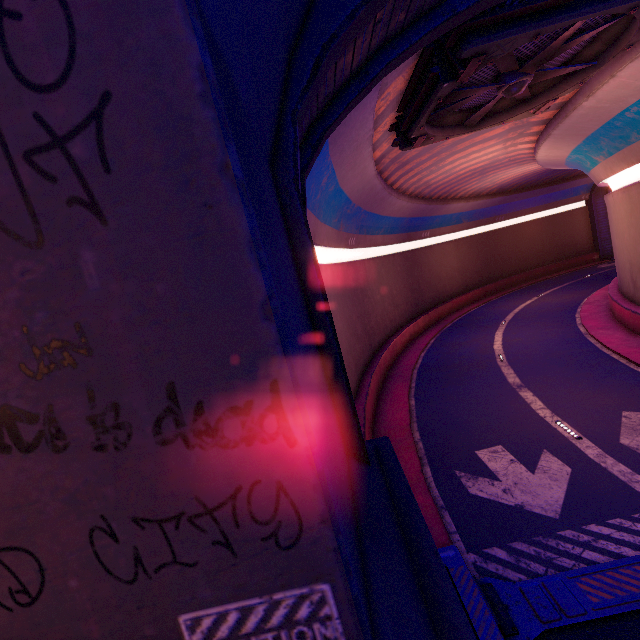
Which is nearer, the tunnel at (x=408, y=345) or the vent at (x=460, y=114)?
the tunnel at (x=408, y=345)

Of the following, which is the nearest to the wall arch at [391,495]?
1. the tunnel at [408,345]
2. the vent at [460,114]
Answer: the tunnel at [408,345]

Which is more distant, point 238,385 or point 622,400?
point 622,400

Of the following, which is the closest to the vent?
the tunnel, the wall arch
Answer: the tunnel

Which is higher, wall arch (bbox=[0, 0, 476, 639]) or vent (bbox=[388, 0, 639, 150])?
vent (bbox=[388, 0, 639, 150])

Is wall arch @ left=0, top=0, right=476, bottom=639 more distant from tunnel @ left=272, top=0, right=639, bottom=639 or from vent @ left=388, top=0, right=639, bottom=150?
vent @ left=388, top=0, right=639, bottom=150

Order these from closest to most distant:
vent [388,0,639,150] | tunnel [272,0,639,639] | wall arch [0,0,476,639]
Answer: wall arch [0,0,476,639] → tunnel [272,0,639,639] → vent [388,0,639,150]
